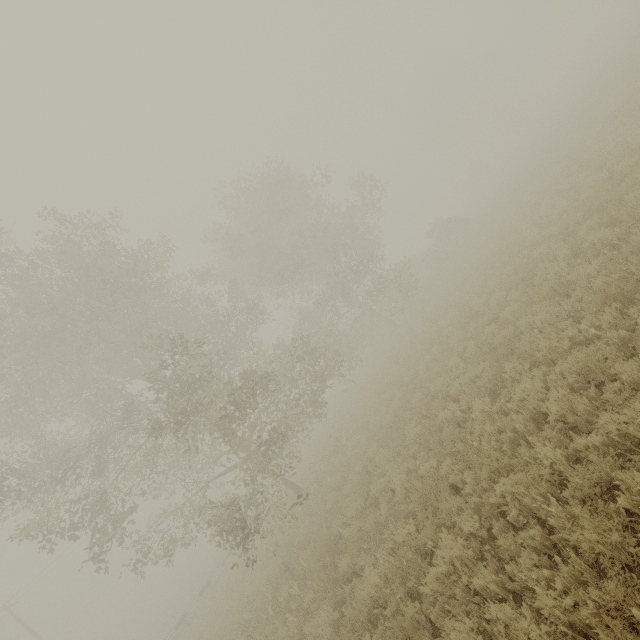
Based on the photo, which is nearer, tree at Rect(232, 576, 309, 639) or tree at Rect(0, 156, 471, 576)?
tree at Rect(232, 576, 309, 639)

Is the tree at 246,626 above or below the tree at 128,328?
below

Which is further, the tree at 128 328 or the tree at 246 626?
the tree at 128 328

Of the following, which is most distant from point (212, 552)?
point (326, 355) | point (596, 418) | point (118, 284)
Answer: point (596, 418)

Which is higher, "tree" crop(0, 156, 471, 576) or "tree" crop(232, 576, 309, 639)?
"tree" crop(0, 156, 471, 576)
